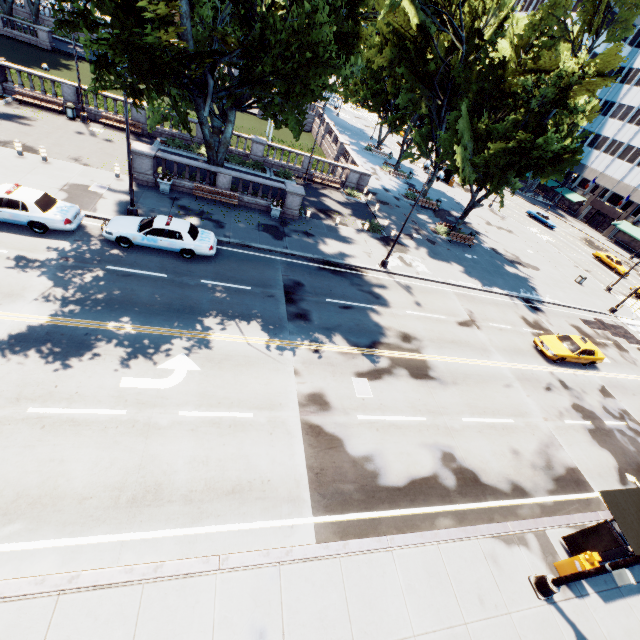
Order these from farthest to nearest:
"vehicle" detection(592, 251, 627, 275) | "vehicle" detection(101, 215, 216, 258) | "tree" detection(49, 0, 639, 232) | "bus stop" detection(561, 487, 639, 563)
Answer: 1. "vehicle" detection(592, 251, 627, 275)
2. "vehicle" detection(101, 215, 216, 258)
3. "tree" detection(49, 0, 639, 232)
4. "bus stop" detection(561, 487, 639, 563)

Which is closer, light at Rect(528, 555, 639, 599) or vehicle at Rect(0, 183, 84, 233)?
light at Rect(528, 555, 639, 599)

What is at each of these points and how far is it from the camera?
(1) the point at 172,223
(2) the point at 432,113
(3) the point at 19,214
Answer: (1) vehicle, 16.6m
(2) tree, 34.3m
(3) vehicle, 14.4m

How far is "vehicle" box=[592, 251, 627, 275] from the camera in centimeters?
4425cm

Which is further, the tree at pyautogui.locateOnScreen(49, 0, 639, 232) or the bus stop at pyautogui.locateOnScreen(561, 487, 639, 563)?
the tree at pyautogui.locateOnScreen(49, 0, 639, 232)

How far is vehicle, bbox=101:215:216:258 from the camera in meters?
15.9 m

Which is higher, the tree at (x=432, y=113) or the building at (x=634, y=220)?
the tree at (x=432, y=113)

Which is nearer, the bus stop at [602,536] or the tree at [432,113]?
the bus stop at [602,536]
